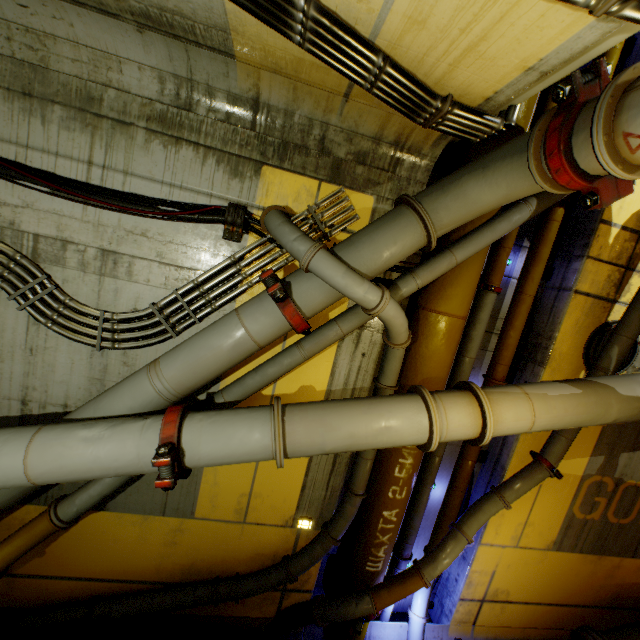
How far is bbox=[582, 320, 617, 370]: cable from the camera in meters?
4.4

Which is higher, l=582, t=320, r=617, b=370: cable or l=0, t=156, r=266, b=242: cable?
l=0, t=156, r=266, b=242: cable

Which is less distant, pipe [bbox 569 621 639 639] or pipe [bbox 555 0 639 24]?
pipe [bbox 555 0 639 24]

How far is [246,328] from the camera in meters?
3.1

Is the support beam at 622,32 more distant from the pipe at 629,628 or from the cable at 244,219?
the cable at 244,219

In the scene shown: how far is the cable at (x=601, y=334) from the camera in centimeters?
441cm

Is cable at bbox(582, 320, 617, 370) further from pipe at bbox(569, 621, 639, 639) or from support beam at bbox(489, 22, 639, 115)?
support beam at bbox(489, 22, 639, 115)

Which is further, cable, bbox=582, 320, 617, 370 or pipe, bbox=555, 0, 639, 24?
cable, bbox=582, 320, 617, 370
